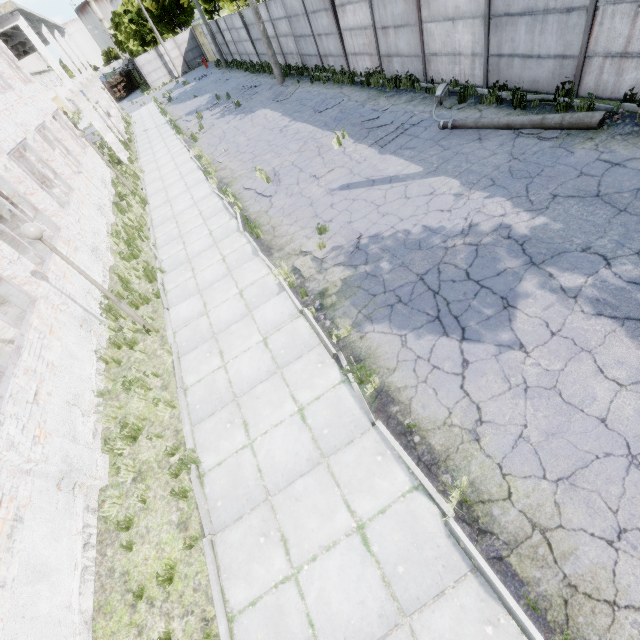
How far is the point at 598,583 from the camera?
3.21m

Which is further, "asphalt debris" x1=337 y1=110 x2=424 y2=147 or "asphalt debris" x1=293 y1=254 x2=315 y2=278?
"asphalt debris" x1=337 y1=110 x2=424 y2=147

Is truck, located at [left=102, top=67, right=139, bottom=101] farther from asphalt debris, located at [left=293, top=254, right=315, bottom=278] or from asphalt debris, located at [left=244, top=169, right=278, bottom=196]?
asphalt debris, located at [left=293, top=254, right=315, bottom=278]

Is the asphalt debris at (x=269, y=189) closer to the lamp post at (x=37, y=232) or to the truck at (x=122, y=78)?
the lamp post at (x=37, y=232)

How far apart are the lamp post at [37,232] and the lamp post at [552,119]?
10.2 meters

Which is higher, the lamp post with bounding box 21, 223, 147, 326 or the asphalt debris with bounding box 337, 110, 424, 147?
the lamp post with bounding box 21, 223, 147, 326

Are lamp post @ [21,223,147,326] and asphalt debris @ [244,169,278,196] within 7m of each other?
yes

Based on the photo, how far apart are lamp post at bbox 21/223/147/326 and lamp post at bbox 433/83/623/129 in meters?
10.2 m
